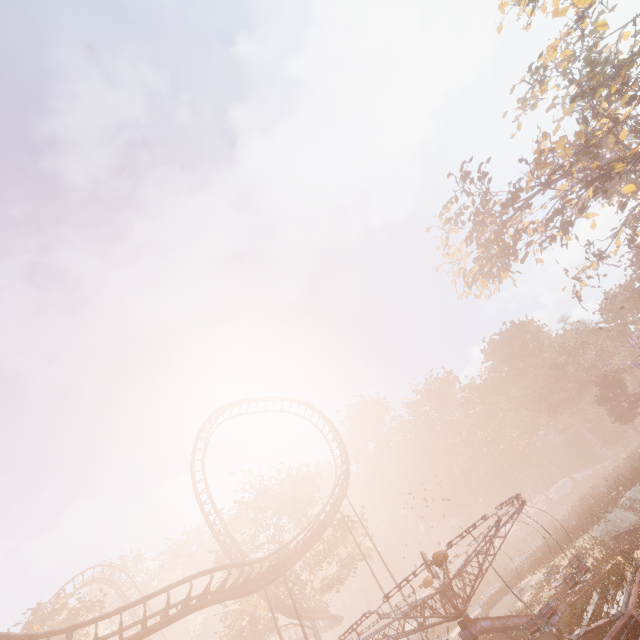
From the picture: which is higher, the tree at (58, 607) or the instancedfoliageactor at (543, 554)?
the tree at (58, 607)

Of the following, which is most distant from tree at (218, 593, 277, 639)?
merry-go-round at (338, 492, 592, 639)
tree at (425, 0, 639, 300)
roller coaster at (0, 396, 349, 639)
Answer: tree at (425, 0, 639, 300)

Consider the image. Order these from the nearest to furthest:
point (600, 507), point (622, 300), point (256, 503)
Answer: point (600, 507), point (256, 503), point (622, 300)

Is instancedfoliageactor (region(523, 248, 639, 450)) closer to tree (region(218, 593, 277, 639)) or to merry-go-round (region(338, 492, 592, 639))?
merry-go-round (region(338, 492, 592, 639))

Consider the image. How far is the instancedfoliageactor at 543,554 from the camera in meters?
25.1

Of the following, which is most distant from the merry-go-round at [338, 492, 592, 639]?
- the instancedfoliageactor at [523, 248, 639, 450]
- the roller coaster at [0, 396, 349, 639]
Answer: the instancedfoliageactor at [523, 248, 639, 450]

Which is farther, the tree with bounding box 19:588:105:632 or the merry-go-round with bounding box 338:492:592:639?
the tree with bounding box 19:588:105:632

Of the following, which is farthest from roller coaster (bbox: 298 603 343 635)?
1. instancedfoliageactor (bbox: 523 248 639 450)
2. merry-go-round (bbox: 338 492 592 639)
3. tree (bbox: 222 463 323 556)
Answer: instancedfoliageactor (bbox: 523 248 639 450)
